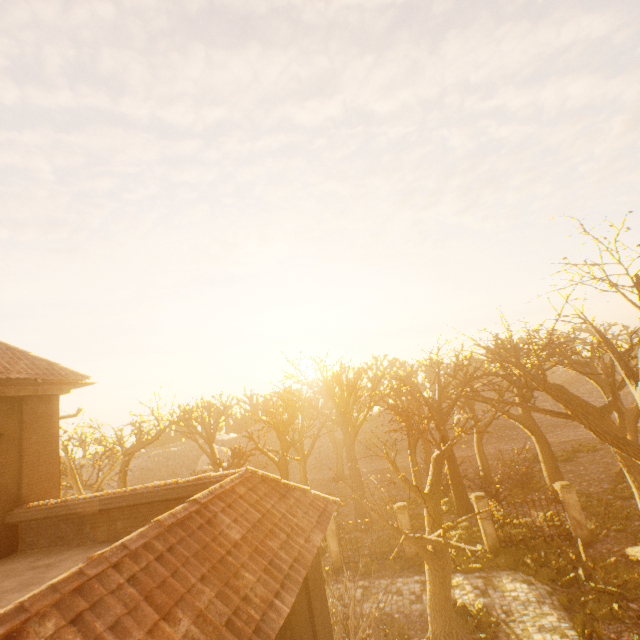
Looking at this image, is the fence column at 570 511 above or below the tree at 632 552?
above

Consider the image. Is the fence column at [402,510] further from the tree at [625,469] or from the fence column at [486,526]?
the tree at [625,469]

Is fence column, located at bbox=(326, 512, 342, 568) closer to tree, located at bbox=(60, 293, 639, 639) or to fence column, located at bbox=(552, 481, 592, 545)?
tree, located at bbox=(60, 293, 639, 639)

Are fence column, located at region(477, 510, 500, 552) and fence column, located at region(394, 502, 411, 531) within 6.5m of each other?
yes

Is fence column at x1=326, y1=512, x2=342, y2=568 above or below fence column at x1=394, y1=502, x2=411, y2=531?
below

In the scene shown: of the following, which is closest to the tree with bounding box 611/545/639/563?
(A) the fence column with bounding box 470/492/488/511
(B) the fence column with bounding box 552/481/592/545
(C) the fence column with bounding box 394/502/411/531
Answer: (B) the fence column with bounding box 552/481/592/545

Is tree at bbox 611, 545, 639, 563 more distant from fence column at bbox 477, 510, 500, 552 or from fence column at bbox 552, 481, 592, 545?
fence column at bbox 477, 510, 500, 552

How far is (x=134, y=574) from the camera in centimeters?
389cm
